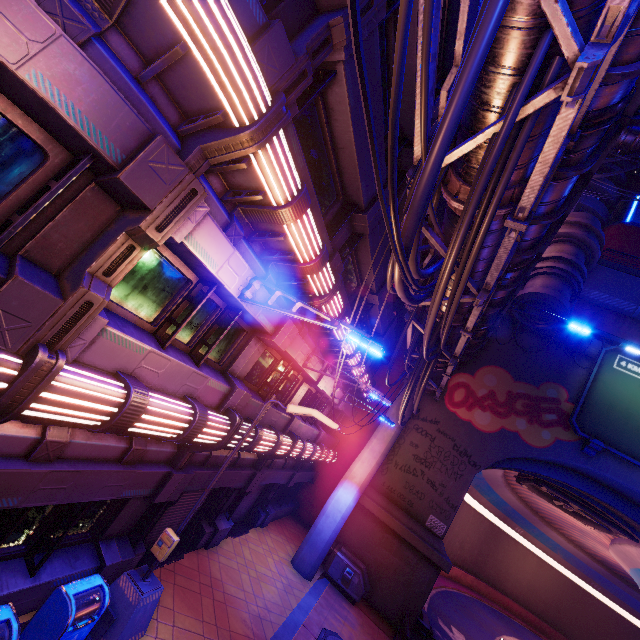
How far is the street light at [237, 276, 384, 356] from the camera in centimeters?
573cm

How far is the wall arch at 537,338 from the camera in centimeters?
1952cm

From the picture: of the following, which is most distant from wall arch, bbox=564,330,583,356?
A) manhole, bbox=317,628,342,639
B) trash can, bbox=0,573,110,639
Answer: trash can, bbox=0,573,110,639

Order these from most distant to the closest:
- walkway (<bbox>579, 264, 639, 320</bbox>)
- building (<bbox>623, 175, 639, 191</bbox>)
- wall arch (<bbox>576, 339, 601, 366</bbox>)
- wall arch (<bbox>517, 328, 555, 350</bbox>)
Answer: building (<bbox>623, 175, 639, 191</bbox>), walkway (<bbox>579, 264, 639, 320</bbox>), wall arch (<bbox>517, 328, 555, 350</bbox>), wall arch (<bbox>576, 339, 601, 366</bbox>)

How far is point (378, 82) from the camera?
7.4m

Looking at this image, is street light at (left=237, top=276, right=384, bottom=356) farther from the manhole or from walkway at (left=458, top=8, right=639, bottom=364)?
the manhole

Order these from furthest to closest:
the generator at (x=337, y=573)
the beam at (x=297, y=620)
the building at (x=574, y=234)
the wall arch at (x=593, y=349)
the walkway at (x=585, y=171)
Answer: the wall arch at (x=593, y=349) < the building at (x=574, y=234) < the generator at (x=337, y=573) < the beam at (x=297, y=620) < the walkway at (x=585, y=171)

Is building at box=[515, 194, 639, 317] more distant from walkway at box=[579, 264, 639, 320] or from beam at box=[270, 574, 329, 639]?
beam at box=[270, 574, 329, 639]
